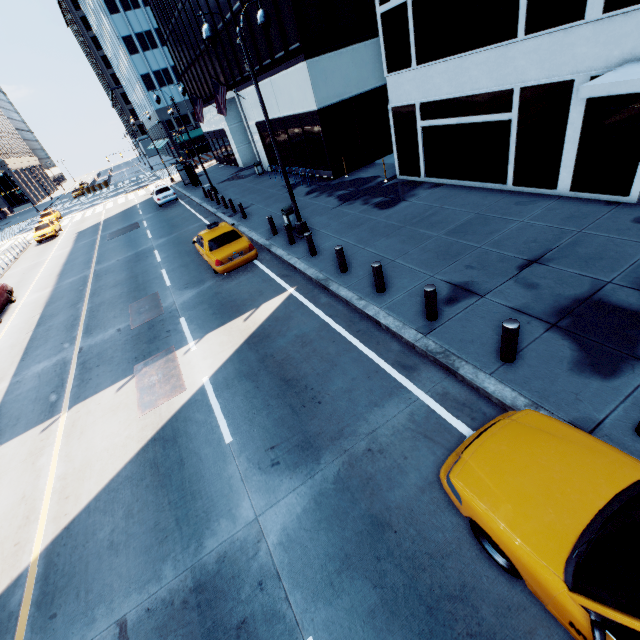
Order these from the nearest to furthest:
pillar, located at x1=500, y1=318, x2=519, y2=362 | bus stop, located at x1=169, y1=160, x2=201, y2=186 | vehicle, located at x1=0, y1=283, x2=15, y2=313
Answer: pillar, located at x1=500, y1=318, x2=519, y2=362
vehicle, located at x1=0, y1=283, x2=15, y2=313
bus stop, located at x1=169, y1=160, x2=201, y2=186

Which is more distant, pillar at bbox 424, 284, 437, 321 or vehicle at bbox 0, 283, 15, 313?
vehicle at bbox 0, 283, 15, 313

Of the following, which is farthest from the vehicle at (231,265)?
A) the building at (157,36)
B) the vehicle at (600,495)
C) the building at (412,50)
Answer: the vehicle at (600,495)

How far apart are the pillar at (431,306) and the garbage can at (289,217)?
9.0 meters

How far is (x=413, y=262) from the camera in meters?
9.8

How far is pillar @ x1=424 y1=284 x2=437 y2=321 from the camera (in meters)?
7.03

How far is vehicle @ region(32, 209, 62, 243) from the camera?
31.1m

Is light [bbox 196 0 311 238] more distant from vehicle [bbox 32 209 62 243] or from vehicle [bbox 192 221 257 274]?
vehicle [bbox 32 209 62 243]
